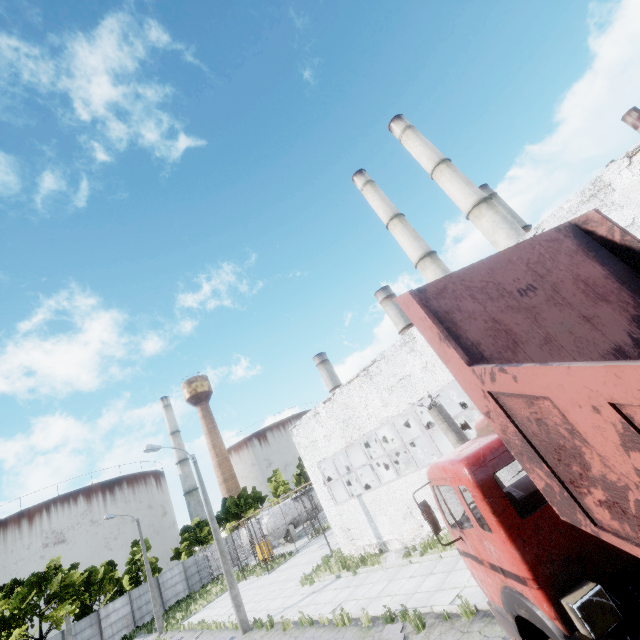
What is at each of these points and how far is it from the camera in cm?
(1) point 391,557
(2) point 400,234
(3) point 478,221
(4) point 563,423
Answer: (1) concrete debris, 1446
(2) chimney, 3584
(3) chimney, 2997
(4) truck dump body, 243

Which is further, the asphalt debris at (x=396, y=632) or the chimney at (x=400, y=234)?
the chimney at (x=400, y=234)

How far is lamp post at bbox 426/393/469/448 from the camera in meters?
7.3 m

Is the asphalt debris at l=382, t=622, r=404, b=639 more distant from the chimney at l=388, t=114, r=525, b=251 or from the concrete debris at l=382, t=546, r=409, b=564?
the chimney at l=388, t=114, r=525, b=251

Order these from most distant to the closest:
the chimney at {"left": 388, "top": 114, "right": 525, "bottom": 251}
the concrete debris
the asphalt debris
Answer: the chimney at {"left": 388, "top": 114, "right": 525, "bottom": 251}, the concrete debris, the asphalt debris

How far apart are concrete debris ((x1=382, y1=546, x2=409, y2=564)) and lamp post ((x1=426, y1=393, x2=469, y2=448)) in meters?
7.9 m

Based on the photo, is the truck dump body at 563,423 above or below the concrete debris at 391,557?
above

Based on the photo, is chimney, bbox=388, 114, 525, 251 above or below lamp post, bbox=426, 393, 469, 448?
above
